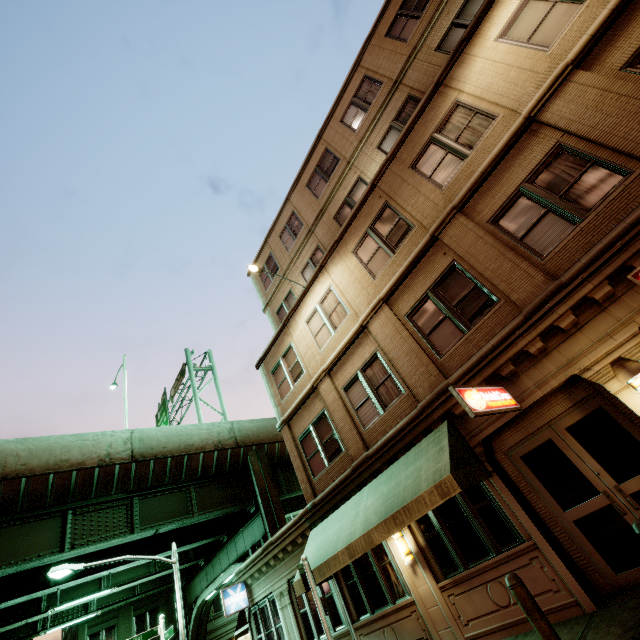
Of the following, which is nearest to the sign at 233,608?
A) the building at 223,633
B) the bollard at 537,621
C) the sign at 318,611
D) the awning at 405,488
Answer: the awning at 405,488

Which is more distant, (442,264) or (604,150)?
(442,264)

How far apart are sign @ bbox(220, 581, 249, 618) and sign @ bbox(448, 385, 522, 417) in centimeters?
1481cm

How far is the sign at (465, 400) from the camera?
5.8m

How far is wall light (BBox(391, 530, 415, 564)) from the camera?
8.6m

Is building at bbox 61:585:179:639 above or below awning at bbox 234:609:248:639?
above

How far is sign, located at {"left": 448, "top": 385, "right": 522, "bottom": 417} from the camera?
5.8 meters

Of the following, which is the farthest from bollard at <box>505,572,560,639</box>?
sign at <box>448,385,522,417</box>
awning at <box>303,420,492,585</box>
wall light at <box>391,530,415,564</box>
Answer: wall light at <box>391,530,415,564</box>
